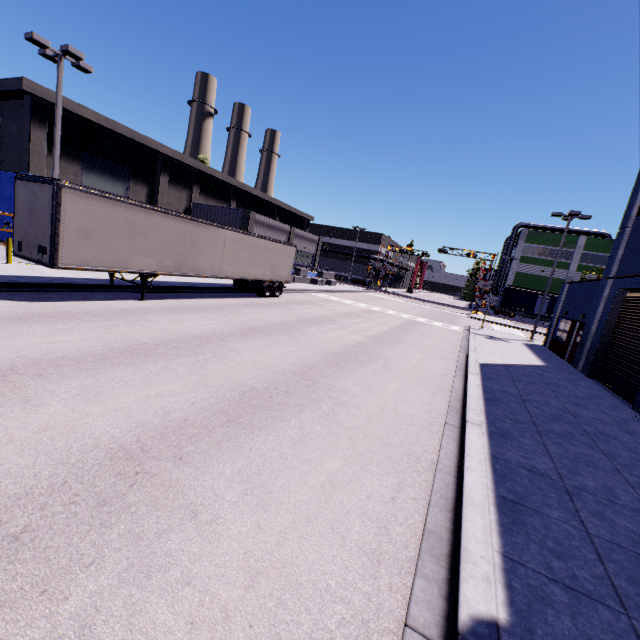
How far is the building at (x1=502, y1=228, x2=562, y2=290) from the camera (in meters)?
52.25

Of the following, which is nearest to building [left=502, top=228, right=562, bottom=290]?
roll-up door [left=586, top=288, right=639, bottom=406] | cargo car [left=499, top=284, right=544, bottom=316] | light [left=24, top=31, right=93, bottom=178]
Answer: roll-up door [left=586, top=288, right=639, bottom=406]

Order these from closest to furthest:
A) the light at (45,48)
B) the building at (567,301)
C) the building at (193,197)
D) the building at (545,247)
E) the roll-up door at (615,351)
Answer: the roll-up door at (615,351) → the light at (45,48) → the building at (567,301) → the building at (193,197) → the building at (545,247)

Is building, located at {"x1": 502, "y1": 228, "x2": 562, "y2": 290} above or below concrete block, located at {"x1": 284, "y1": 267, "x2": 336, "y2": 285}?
above

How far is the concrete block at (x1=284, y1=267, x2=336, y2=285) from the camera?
38.0m

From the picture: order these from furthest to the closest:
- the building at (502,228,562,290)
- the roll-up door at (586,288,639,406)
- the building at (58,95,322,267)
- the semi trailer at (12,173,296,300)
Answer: the building at (502,228,562,290) → the building at (58,95,322,267) → the roll-up door at (586,288,639,406) → the semi trailer at (12,173,296,300)

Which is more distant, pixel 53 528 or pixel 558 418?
pixel 558 418

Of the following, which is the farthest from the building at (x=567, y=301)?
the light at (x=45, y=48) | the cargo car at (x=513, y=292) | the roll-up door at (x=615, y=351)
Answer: the light at (x=45, y=48)
